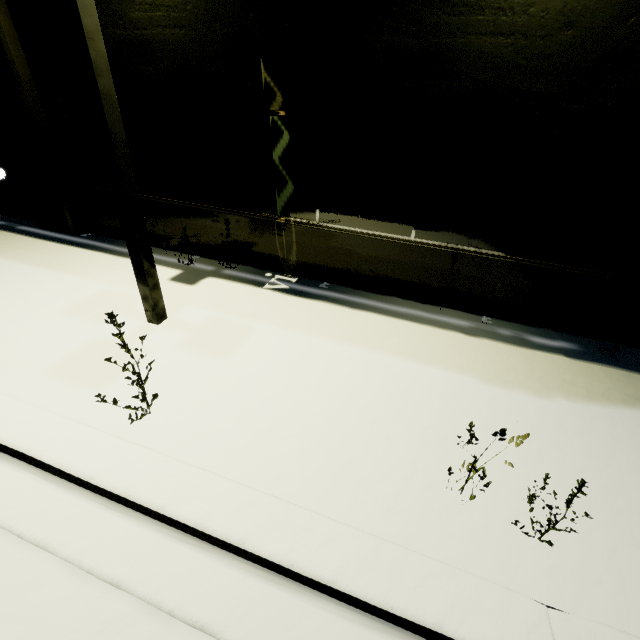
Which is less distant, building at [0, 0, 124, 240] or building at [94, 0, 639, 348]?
building at [94, 0, 639, 348]

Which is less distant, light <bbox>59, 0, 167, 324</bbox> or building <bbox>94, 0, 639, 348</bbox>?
light <bbox>59, 0, 167, 324</bbox>

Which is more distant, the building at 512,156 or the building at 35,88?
the building at 35,88

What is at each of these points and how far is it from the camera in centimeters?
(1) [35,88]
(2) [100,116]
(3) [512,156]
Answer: (1) building, 532cm
(2) light, 290cm
(3) building, 391cm

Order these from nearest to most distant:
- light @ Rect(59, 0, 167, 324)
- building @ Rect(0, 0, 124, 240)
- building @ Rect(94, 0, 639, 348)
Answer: light @ Rect(59, 0, 167, 324), building @ Rect(94, 0, 639, 348), building @ Rect(0, 0, 124, 240)

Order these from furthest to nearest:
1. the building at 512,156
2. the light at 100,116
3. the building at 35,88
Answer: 1. the building at 35,88
2. the building at 512,156
3. the light at 100,116
